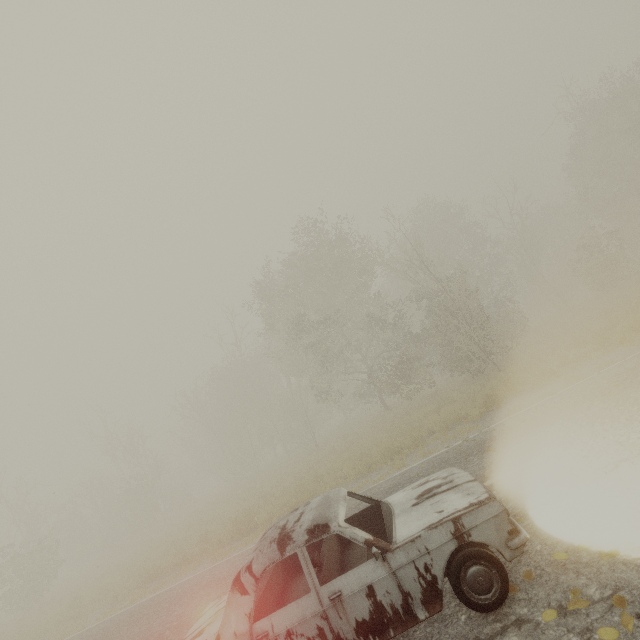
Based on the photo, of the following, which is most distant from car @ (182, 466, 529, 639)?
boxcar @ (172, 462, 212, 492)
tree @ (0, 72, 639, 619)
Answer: boxcar @ (172, 462, 212, 492)

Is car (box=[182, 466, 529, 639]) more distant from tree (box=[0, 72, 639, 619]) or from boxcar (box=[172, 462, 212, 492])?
boxcar (box=[172, 462, 212, 492])

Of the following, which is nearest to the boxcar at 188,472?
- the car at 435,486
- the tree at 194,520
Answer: the tree at 194,520

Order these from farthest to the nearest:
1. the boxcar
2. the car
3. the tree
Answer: the boxcar < the tree < the car

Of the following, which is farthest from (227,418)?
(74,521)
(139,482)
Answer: (74,521)

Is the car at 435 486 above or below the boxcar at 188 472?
below
